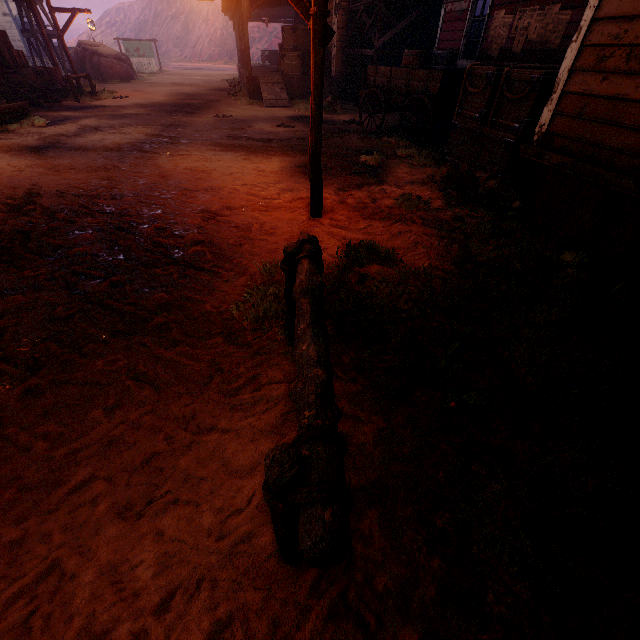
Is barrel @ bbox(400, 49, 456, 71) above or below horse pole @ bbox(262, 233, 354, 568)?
above

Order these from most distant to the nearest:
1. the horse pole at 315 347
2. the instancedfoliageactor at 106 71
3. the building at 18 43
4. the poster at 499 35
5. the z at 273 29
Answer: the z at 273 29 → the building at 18 43 → the instancedfoliageactor at 106 71 → the poster at 499 35 → the horse pole at 315 347

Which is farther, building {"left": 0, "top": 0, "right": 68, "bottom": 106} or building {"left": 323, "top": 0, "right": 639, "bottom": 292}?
building {"left": 0, "top": 0, "right": 68, "bottom": 106}

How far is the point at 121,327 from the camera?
2.9m

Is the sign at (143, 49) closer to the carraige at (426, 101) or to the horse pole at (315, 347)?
the carraige at (426, 101)

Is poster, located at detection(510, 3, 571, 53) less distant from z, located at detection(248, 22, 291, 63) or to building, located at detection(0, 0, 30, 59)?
building, located at detection(0, 0, 30, 59)

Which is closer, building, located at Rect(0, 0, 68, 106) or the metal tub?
Result: building, located at Rect(0, 0, 68, 106)

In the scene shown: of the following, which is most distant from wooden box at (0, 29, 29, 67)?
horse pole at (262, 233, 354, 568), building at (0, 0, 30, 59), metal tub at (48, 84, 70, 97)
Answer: horse pole at (262, 233, 354, 568)
